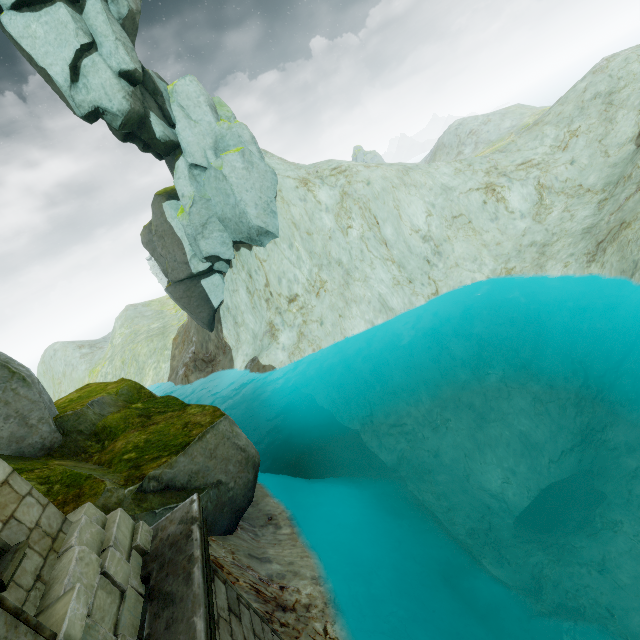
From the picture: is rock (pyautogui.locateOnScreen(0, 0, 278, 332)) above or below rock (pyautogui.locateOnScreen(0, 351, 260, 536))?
above

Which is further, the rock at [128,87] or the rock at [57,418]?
the rock at [128,87]

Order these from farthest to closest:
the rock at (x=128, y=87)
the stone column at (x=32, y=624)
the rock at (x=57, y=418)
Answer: the rock at (x=128, y=87) → the rock at (x=57, y=418) → the stone column at (x=32, y=624)

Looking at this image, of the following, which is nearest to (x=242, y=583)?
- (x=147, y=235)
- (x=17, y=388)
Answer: (x=17, y=388)

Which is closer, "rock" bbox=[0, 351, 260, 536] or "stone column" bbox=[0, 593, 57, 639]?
"stone column" bbox=[0, 593, 57, 639]

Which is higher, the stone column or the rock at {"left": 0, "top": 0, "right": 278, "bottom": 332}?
the rock at {"left": 0, "top": 0, "right": 278, "bottom": 332}

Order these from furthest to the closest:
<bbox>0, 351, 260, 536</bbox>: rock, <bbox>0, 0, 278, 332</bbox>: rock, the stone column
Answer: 1. <bbox>0, 0, 278, 332</bbox>: rock
2. <bbox>0, 351, 260, 536</bbox>: rock
3. the stone column
